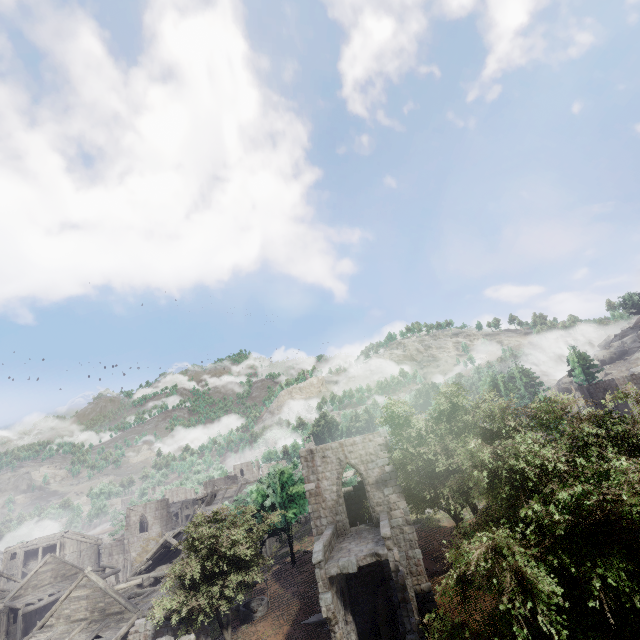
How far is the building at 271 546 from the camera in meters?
42.0 m

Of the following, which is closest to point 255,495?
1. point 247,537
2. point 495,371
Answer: point 247,537

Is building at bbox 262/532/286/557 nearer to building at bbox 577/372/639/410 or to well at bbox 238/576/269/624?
well at bbox 238/576/269/624

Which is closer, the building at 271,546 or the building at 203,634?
the building at 203,634

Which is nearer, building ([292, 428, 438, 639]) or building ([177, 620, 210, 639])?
building ([177, 620, 210, 639])

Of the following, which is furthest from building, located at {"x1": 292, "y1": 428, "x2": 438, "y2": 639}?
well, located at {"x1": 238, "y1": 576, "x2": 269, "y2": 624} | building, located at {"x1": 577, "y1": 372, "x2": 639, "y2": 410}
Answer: building, located at {"x1": 577, "y1": 372, "x2": 639, "y2": 410}
